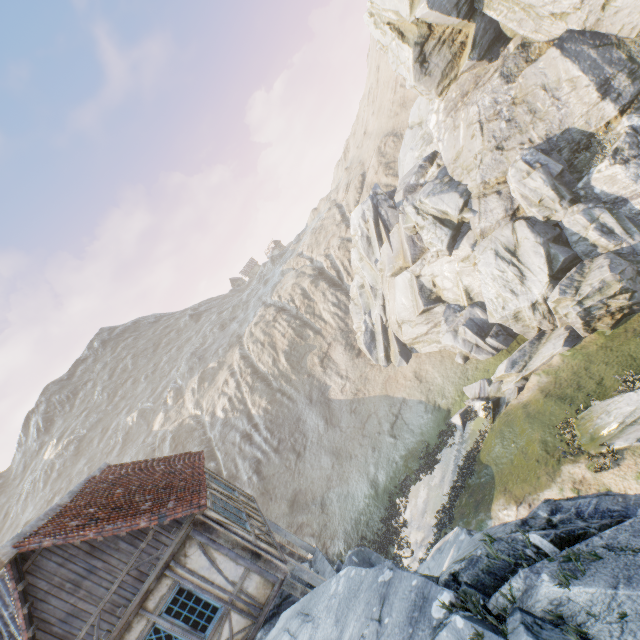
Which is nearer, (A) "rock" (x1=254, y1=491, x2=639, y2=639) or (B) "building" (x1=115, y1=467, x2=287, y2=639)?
(A) "rock" (x1=254, y1=491, x2=639, y2=639)

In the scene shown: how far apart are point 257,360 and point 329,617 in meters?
40.1 m

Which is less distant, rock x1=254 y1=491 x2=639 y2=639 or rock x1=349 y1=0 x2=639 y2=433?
rock x1=254 y1=491 x2=639 y2=639

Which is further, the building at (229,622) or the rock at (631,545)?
the building at (229,622)

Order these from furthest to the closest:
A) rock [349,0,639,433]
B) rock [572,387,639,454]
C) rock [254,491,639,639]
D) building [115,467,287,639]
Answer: rock [349,0,639,433] → rock [572,387,639,454] → building [115,467,287,639] → rock [254,491,639,639]

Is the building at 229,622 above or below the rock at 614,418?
above
